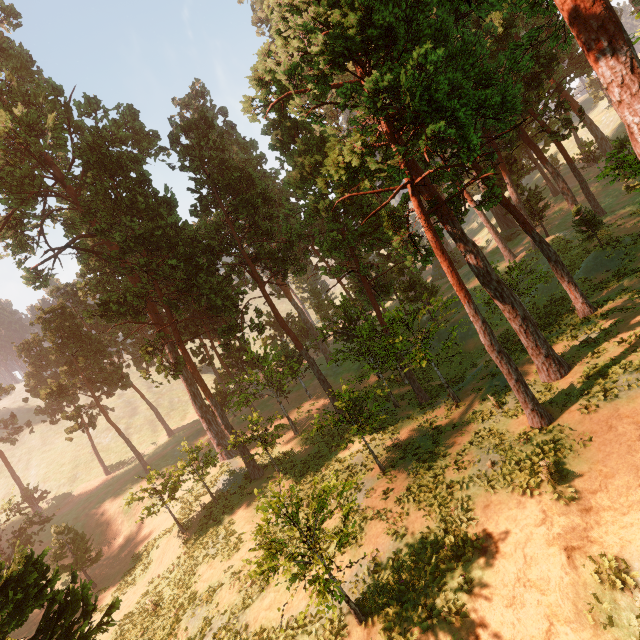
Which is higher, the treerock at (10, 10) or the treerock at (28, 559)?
the treerock at (10, 10)

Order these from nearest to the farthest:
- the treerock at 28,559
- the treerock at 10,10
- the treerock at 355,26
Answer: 1. the treerock at 28,559
2. the treerock at 355,26
3. the treerock at 10,10

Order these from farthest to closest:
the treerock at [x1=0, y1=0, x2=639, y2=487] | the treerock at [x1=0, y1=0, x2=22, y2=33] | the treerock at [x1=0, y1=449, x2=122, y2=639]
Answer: the treerock at [x1=0, y1=0, x2=22, y2=33]
the treerock at [x1=0, y1=0, x2=639, y2=487]
the treerock at [x1=0, y1=449, x2=122, y2=639]

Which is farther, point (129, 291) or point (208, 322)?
point (208, 322)

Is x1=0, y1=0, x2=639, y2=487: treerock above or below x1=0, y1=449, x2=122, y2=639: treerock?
above

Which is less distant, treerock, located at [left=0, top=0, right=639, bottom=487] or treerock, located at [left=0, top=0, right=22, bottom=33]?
treerock, located at [left=0, top=0, right=639, bottom=487]
